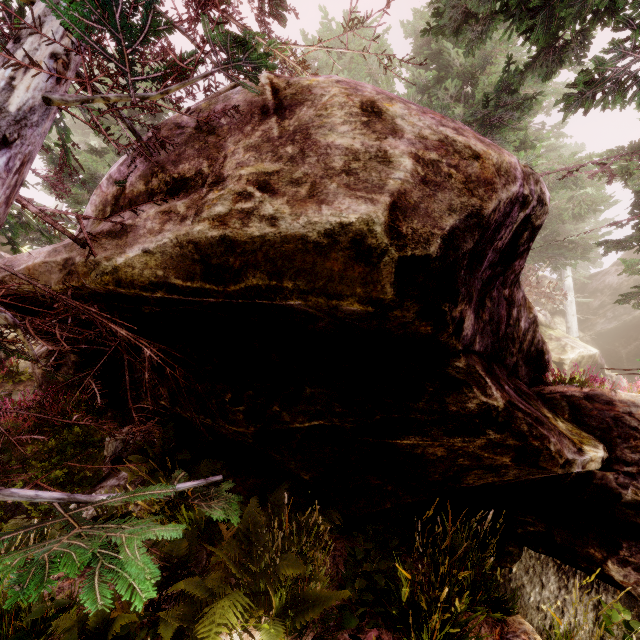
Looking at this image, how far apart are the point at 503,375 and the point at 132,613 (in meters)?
5.01

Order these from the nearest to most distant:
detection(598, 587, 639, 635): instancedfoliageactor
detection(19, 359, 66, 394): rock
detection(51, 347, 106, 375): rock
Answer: detection(598, 587, 639, 635): instancedfoliageactor < detection(51, 347, 106, 375): rock < detection(19, 359, 66, 394): rock

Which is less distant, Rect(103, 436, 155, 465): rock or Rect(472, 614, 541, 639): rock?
Rect(472, 614, 541, 639): rock

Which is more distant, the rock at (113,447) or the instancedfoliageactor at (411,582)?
the rock at (113,447)

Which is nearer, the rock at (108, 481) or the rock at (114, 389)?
the rock at (108, 481)

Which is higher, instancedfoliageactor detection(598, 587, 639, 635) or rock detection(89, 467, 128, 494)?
rock detection(89, 467, 128, 494)

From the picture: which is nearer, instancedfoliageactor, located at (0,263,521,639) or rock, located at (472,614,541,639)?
instancedfoliageactor, located at (0,263,521,639)
